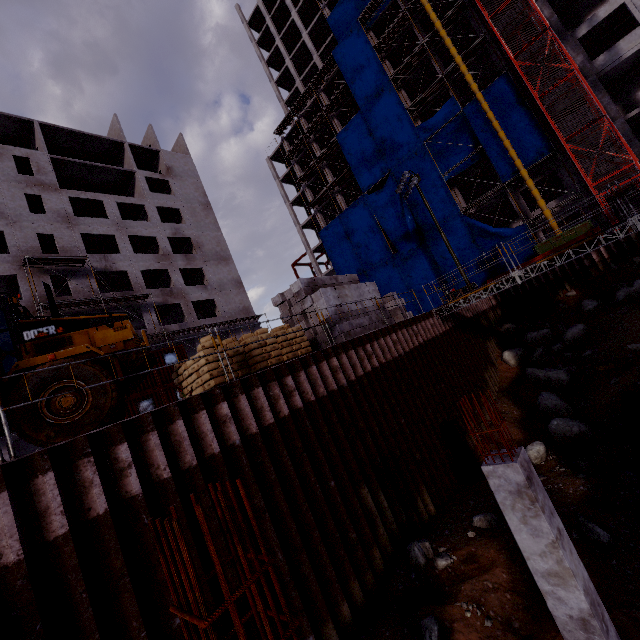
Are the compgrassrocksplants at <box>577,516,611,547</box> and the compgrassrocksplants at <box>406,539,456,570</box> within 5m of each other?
yes

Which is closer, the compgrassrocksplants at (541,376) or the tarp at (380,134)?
the compgrassrocksplants at (541,376)

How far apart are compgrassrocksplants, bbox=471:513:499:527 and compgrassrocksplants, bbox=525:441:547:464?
4.3 meters

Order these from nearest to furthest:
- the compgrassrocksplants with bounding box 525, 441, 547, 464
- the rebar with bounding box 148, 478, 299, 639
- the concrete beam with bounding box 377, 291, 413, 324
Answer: the rebar with bounding box 148, 478, 299, 639, the compgrassrocksplants with bounding box 525, 441, 547, 464, the concrete beam with bounding box 377, 291, 413, 324

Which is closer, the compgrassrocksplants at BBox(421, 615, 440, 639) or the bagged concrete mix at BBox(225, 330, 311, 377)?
the compgrassrocksplants at BBox(421, 615, 440, 639)

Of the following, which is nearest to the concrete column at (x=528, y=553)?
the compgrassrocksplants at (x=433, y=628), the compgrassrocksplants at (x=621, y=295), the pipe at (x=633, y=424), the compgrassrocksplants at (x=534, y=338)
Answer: the pipe at (x=633, y=424)

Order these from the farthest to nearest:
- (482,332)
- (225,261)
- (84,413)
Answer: (225,261) < (482,332) < (84,413)

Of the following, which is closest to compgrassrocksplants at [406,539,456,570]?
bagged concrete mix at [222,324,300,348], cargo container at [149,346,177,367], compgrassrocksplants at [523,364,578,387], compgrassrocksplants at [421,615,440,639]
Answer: compgrassrocksplants at [421,615,440,639]
